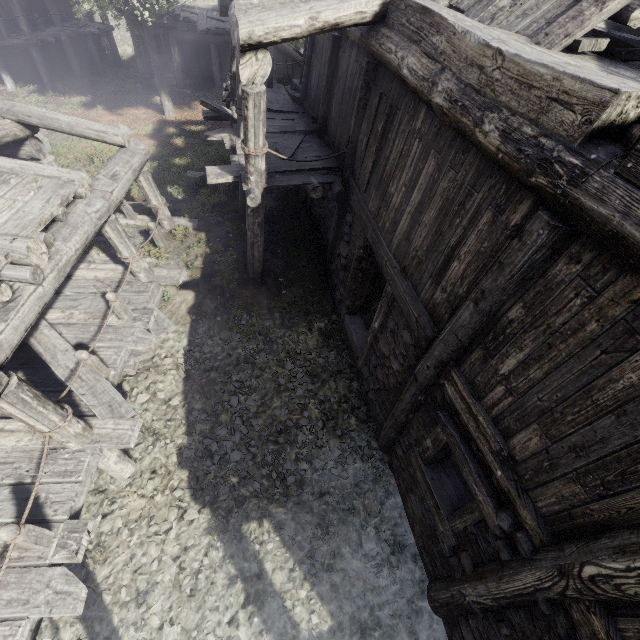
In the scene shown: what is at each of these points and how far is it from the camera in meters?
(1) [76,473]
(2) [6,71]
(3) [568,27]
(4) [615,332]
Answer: (1) building, 5.1
(2) building, 18.1
(3) wooden plank rubble, 3.7
(4) building, 2.4

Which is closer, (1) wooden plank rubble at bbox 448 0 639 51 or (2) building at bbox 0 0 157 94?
(1) wooden plank rubble at bbox 448 0 639 51

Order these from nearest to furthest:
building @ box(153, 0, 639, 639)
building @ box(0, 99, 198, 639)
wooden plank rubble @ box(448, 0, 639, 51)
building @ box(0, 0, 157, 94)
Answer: building @ box(153, 0, 639, 639), wooden plank rubble @ box(448, 0, 639, 51), building @ box(0, 99, 198, 639), building @ box(0, 0, 157, 94)

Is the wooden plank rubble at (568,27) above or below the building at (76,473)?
above

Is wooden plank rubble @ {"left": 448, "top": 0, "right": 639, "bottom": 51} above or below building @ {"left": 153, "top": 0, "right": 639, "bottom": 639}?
above

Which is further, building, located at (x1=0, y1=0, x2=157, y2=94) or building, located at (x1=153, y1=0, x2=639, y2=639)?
building, located at (x1=0, y1=0, x2=157, y2=94)

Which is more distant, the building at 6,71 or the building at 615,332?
the building at 6,71
